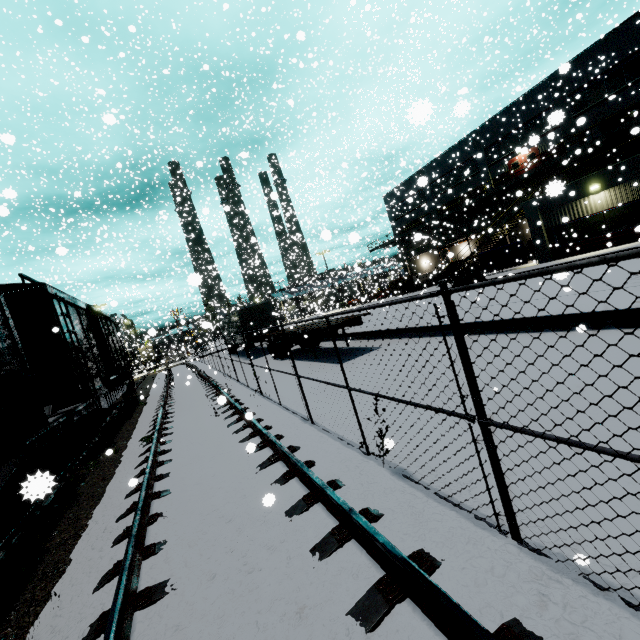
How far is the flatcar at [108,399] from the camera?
11.49m

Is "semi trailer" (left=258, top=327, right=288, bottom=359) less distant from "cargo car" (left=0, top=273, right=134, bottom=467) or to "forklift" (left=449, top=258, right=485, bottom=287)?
"cargo car" (left=0, top=273, right=134, bottom=467)

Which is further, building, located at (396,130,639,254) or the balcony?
building, located at (396,130,639,254)

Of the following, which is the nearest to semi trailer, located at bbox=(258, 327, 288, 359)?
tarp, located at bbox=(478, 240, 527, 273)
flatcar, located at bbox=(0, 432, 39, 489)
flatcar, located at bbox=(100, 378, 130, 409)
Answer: tarp, located at bbox=(478, 240, 527, 273)

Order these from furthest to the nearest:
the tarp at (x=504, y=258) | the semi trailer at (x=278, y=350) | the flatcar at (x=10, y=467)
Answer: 1. the tarp at (x=504, y=258)
2. the semi trailer at (x=278, y=350)
3. the flatcar at (x=10, y=467)

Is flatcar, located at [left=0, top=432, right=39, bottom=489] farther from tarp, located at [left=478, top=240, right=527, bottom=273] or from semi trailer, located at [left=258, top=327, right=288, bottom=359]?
tarp, located at [left=478, top=240, right=527, bottom=273]

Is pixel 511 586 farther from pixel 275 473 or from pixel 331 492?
pixel 275 473

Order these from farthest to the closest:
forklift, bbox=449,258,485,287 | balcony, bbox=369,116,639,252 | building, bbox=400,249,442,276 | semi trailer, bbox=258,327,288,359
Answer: building, bbox=400,249,442,276, forklift, bbox=449,258,485,287, balcony, bbox=369,116,639,252, semi trailer, bbox=258,327,288,359
